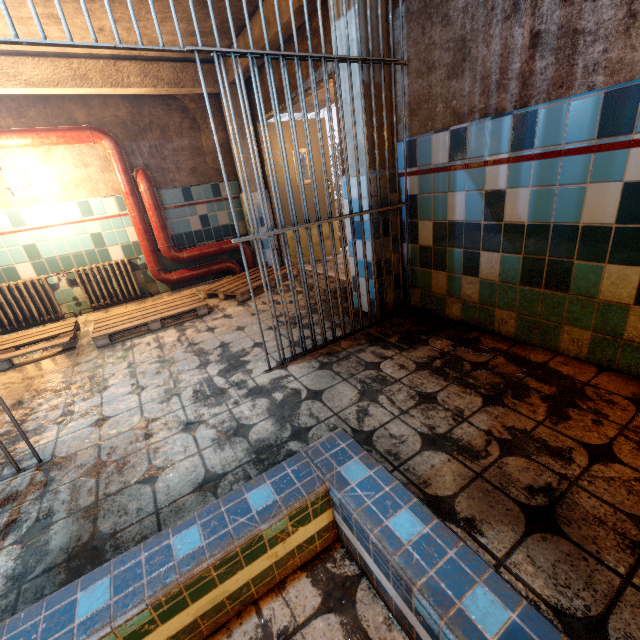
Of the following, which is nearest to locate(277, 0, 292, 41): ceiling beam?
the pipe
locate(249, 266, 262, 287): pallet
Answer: the pipe

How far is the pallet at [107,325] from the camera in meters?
3.4 m

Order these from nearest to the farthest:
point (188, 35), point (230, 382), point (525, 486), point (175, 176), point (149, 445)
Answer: point (525, 486) → point (149, 445) → point (230, 382) → point (188, 35) → point (175, 176)

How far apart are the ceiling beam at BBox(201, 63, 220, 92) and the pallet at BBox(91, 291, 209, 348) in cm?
259

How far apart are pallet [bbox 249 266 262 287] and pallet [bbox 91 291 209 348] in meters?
0.1 m

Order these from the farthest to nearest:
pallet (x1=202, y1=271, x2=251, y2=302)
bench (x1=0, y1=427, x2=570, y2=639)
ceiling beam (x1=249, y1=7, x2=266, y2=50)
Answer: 1. pallet (x1=202, y1=271, x2=251, y2=302)
2. ceiling beam (x1=249, y1=7, x2=266, y2=50)
3. bench (x1=0, y1=427, x2=570, y2=639)

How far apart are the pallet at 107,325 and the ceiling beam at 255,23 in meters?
2.6

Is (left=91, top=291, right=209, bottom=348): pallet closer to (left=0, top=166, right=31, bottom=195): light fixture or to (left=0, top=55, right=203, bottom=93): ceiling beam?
(left=0, top=166, right=31, bottom=195): light fixture
